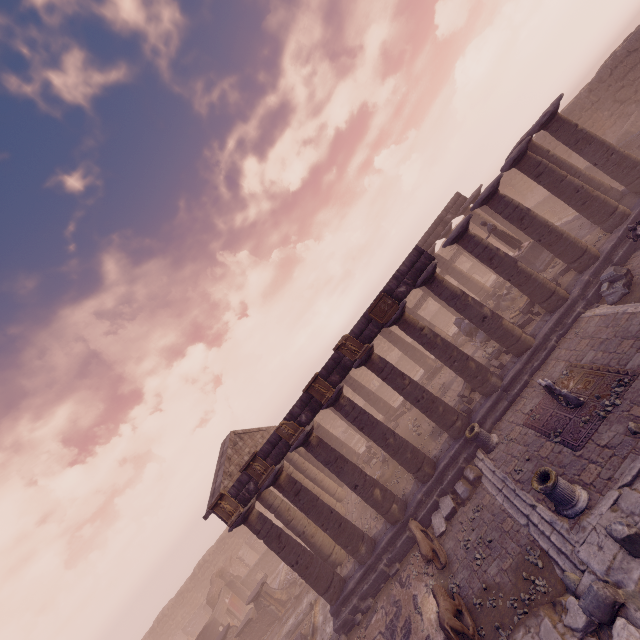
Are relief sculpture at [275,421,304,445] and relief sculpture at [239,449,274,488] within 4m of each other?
yes

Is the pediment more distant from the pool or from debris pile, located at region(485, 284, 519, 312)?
debris pile, located at region(485, 284, 519, 312)

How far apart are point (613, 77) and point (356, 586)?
30.5 meters

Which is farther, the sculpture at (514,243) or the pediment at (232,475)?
the sculpture at (514,243)

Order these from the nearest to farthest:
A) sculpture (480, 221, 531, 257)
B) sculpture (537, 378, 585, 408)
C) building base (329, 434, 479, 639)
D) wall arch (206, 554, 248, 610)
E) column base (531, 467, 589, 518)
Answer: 1. column base (531, 467, 589, 518)
2. sculpture (537, 378, 585, 408)
3. building base (329, 434, 479, 639)
4. sculpture (480, 221, 531, 257)
5. wall arch (206, 554, 248, 610)

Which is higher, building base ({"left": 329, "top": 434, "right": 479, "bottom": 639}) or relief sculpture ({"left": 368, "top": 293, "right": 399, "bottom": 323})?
relief sculpture ({"left": 368, "top": 293, "right": 399, "bottom": 323})

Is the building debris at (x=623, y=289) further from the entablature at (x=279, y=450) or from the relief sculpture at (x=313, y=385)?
the relief sculpture at (x=313, y=385)

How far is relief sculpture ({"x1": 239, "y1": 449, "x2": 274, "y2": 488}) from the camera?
13.83m
